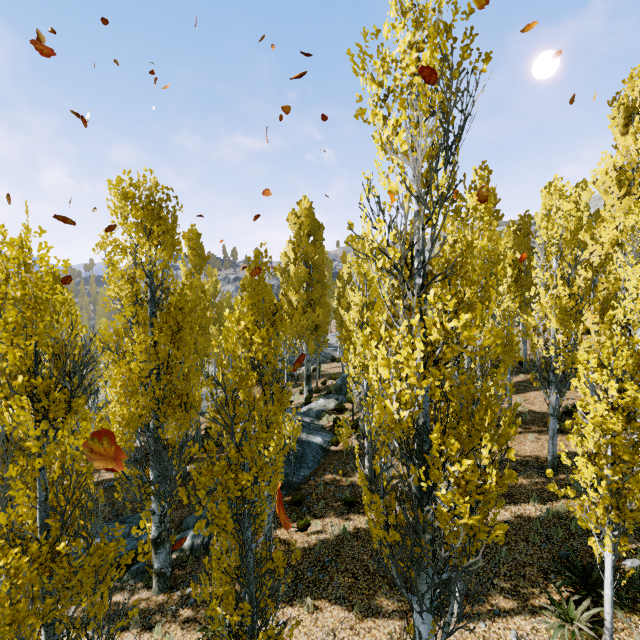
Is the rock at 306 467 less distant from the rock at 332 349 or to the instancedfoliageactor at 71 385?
the instancedfoliageactor at 71 385

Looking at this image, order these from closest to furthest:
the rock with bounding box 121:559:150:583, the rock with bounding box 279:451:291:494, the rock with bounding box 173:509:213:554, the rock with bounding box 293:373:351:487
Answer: the rock with bounding box 121:559:150:583 < the rock with bounding box 173:509:213:554 < the rock with bounding box 279:451:291:494 < the rock with bounding box 293:373:351:487

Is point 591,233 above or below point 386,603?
above

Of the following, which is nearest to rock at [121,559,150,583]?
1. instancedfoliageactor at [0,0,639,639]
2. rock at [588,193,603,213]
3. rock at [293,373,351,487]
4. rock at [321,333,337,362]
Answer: rock at [293,373,351,487]

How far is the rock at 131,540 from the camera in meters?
11.8

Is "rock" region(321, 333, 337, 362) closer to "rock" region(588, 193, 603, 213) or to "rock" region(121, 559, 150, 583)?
"rock" region(588, 193, 603, 213)

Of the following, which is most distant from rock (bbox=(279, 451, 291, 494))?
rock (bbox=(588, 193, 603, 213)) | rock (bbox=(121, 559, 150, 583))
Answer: rock (bbox=(588, 193, 603, 213))

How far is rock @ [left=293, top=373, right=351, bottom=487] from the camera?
14.5 meters
